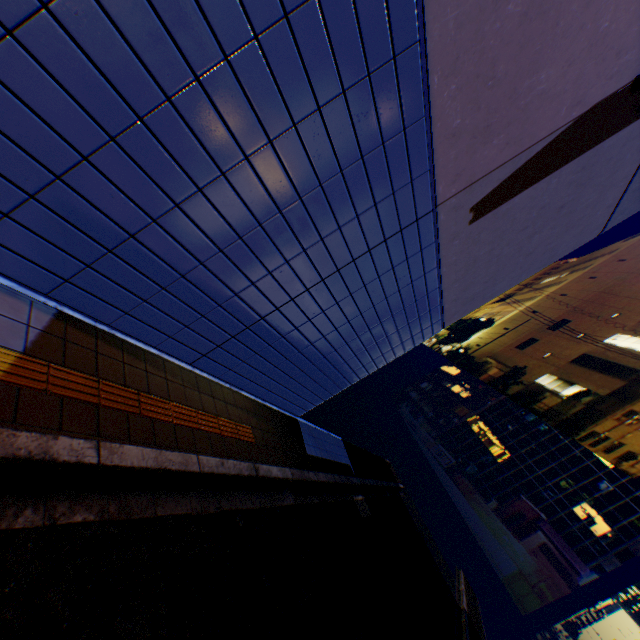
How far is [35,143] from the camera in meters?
2.4 m
